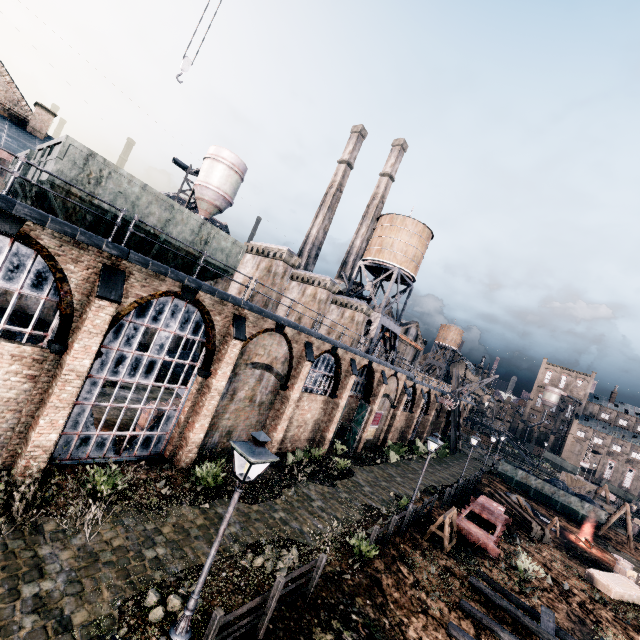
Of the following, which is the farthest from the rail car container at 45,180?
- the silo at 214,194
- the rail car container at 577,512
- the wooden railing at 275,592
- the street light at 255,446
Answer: the rail car container at 577,512

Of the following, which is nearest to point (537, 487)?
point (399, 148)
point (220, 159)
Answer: point (220, 159)

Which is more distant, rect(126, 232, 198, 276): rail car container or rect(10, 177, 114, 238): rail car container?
rect(126, 232, 198, 276): rail car container

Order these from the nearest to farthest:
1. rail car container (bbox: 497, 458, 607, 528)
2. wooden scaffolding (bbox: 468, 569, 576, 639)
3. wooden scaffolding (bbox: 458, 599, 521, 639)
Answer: wooden scaffolding (bbox: 458, 599, 521, 639), wooden scaffolding (bbox: 468, 569, 576, 639), rail car container (bbox: 497, 458, 607, 528)

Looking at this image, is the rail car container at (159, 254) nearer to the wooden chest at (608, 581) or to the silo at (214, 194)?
the silo at (214, 194)

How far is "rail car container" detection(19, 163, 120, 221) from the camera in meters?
10.8

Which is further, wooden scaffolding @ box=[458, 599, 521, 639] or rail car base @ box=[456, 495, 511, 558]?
rail car base @ box=[456, 495, 511, 558]

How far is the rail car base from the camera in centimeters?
1883cm
